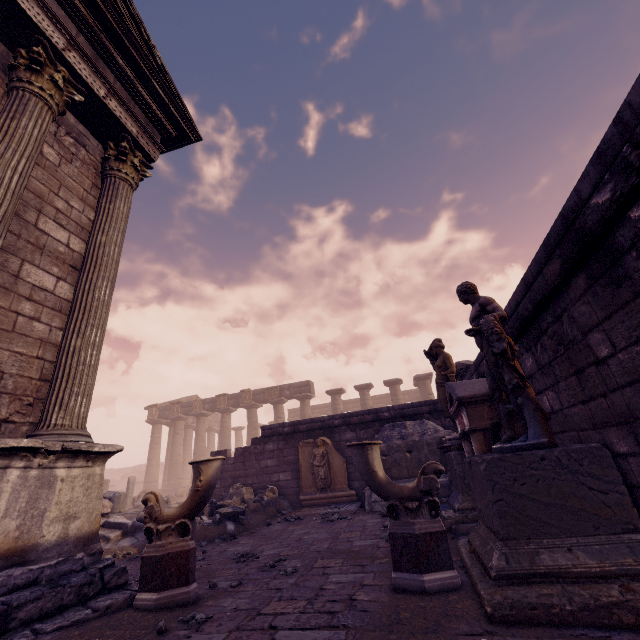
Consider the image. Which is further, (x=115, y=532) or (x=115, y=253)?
Answer: (x=115, y=532)

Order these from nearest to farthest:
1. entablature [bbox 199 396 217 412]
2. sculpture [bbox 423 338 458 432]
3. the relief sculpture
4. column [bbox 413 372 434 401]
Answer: sculpture [bbox 423 338 458 432]
the relief sculpture
column [bbox 413 372 434 401]
entablature [bbox 199 396 217 412]

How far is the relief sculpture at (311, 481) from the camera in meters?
Answer: 9.6

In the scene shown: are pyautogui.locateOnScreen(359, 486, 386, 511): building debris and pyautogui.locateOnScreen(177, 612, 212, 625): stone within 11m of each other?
yes

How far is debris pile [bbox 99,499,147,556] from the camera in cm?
652

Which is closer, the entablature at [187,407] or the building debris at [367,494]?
the building debris at [367,494]

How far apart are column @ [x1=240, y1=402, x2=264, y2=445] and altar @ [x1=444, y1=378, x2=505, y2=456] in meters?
21.5 m

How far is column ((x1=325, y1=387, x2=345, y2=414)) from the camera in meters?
23.8 m
